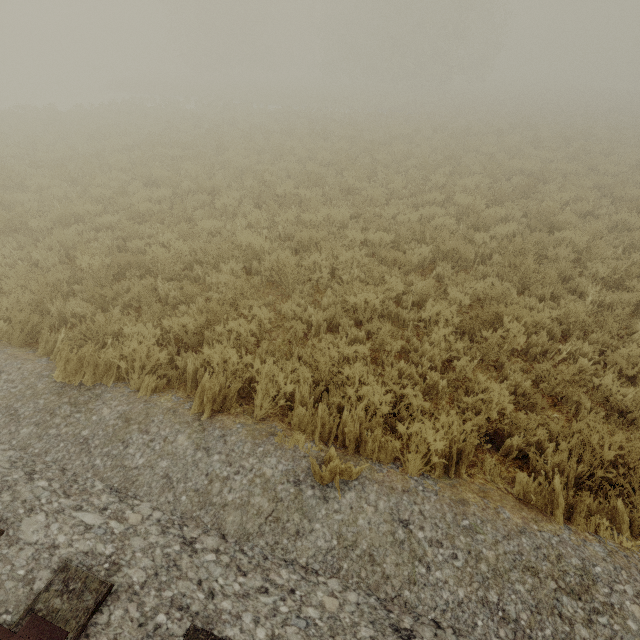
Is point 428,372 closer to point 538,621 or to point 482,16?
point 538,621
